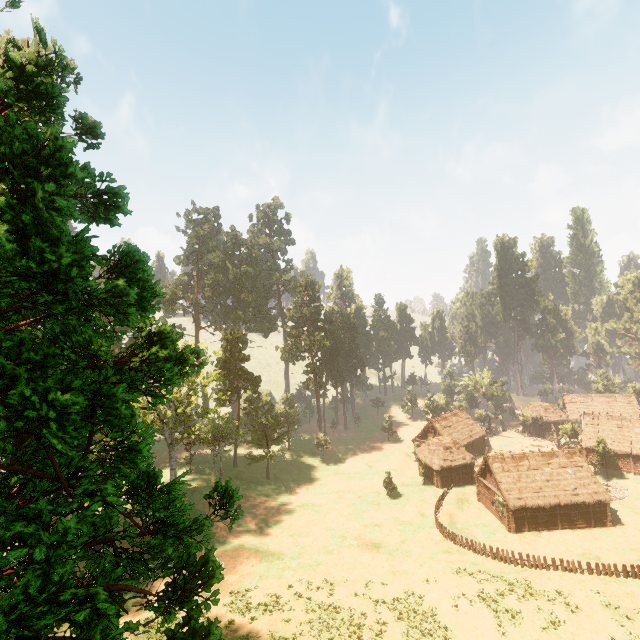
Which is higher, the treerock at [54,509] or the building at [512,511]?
the treerock at [54,509]

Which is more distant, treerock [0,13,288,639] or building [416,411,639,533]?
building [416,411,639,533]

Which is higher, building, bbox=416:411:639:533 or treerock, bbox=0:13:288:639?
treerock, bbox=0:13:288:639

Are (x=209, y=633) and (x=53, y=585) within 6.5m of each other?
yes

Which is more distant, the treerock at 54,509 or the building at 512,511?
the building at 512,511
